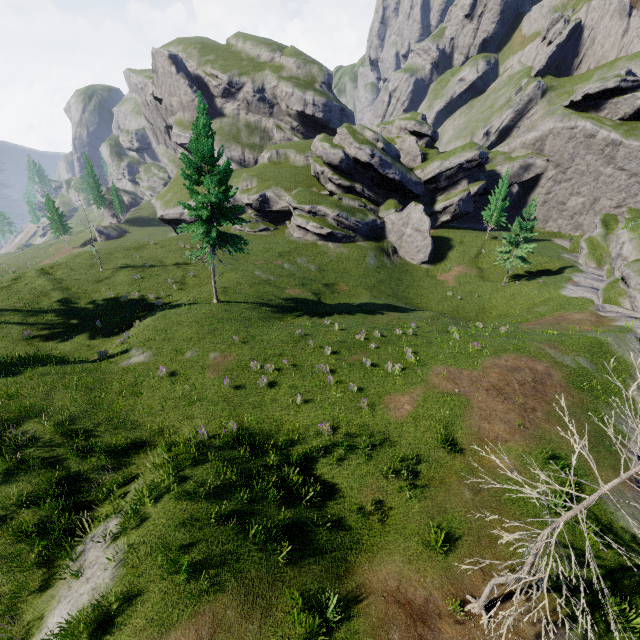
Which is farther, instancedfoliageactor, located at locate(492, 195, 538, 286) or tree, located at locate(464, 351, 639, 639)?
instancedfoliageactor, located at locate(492, 195, 538, 286)

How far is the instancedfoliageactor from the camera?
38.09m

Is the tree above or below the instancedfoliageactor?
below

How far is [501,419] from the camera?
15.7 meters

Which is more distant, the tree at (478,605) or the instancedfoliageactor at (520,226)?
the instancedfoliageactor at (520,226)

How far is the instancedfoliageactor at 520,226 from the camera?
38.09m
